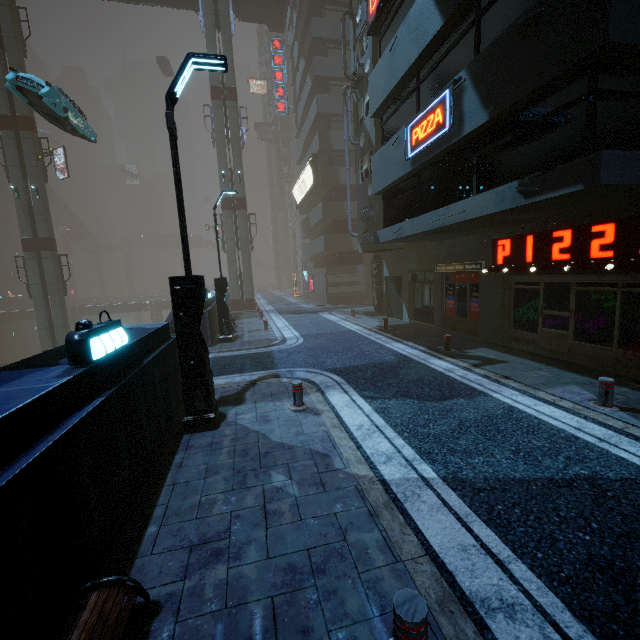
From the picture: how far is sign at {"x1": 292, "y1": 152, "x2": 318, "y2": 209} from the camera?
29.46m

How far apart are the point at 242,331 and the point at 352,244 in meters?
16.5 m

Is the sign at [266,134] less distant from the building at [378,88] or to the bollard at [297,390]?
the building at [378,88]

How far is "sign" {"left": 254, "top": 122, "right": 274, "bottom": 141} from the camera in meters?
56.1 m

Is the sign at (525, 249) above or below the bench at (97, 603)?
above

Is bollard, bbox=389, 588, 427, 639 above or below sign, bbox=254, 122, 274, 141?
below

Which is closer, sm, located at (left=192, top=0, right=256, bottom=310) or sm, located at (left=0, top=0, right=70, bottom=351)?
sm, located at (left=0, top=0, right=70, bottom=351)

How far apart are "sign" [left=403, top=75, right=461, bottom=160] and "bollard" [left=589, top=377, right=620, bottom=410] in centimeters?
654cm
